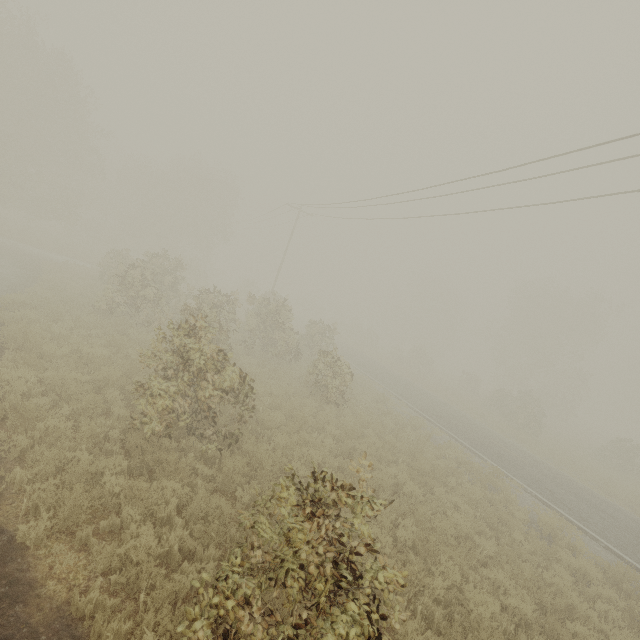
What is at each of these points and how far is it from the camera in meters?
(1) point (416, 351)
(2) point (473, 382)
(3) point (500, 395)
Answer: (1) tree, 42.8
(2) tree, 38.0
(3) tree, 31.1

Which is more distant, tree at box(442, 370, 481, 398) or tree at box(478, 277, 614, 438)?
tree at box(442, 370, 481, 398)

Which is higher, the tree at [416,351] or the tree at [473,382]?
the tree at [416,351]

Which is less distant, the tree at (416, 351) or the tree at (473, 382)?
the tree at (473, 382)

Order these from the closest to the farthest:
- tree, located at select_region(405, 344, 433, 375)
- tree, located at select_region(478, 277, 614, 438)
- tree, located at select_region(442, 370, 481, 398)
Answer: tree, located at select_region(478, 277, 614, 438) < tree, located at select_region(442, 370, 481, 398) < tree, located at select_region(405, 344, 433, 375)

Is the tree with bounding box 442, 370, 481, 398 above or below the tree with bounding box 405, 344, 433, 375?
below

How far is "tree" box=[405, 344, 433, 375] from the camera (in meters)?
41.31
